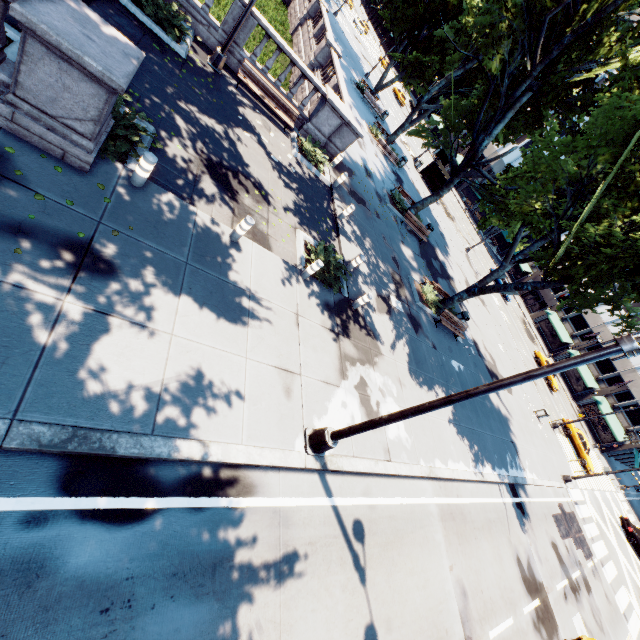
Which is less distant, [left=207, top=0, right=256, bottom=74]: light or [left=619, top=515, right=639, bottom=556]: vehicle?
[left=207, top=0, right=256, bottom=74]: light

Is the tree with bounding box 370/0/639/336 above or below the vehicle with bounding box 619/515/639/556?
above

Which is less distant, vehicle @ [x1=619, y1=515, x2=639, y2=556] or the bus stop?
vehicle @ [x1=619, y1=515, x2=639, y2=556]

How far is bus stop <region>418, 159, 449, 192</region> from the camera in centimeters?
3706cm

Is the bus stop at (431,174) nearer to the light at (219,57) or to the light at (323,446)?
the light at (219,57)

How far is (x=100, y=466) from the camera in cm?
467

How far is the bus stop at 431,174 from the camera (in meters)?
37.06

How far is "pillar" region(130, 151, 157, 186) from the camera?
6.7m
